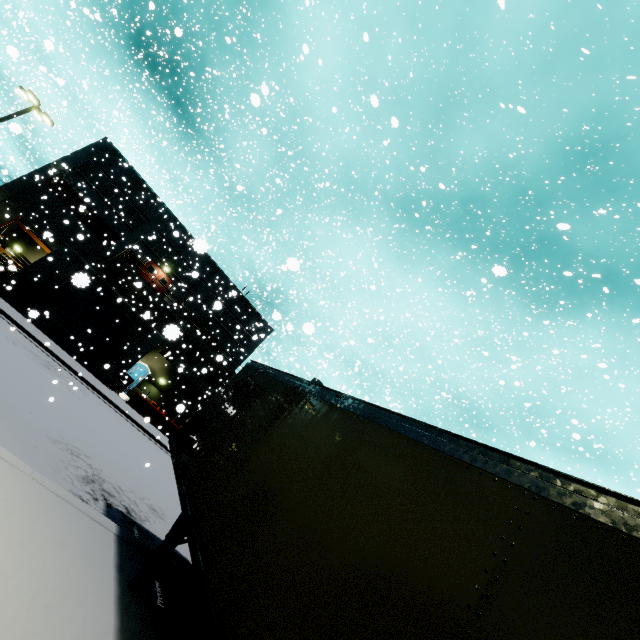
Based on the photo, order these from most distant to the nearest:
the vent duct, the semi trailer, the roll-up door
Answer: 1. the vent duct
2. the roll-up door
3. the semi trailer

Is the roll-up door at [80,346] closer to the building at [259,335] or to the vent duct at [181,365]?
the building at [259,335]

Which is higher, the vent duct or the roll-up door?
the vent duct

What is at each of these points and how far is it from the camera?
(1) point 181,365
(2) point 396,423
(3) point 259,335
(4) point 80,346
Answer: (1) vent duct, 22.91m
(2) semi trailer, 3.68m
(3) building, 28.77m
(4) roll-up door, 22.14m

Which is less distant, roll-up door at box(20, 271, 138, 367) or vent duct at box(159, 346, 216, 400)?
roll-up door at box(20, 271, 138, 367)

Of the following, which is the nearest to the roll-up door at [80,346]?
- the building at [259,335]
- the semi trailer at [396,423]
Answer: the building at [259,335]

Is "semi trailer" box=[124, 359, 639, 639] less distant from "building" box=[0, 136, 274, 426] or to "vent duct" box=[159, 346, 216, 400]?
"building" box=[0, 136, 274, 426]

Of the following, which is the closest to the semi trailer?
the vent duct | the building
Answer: the building
